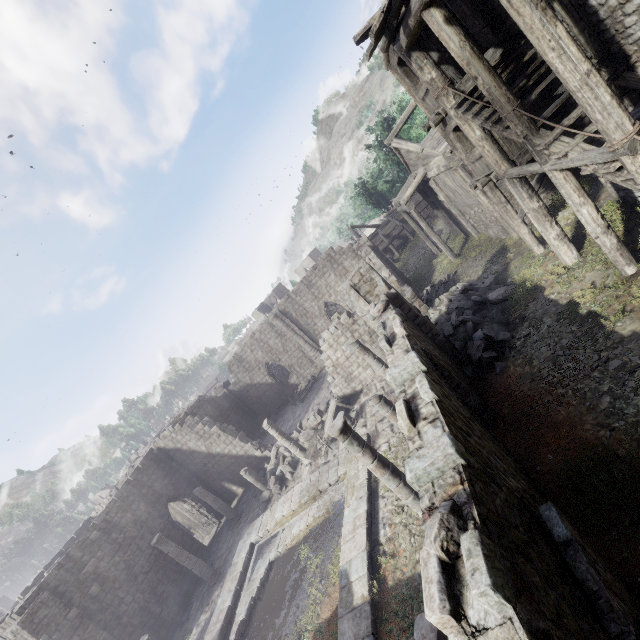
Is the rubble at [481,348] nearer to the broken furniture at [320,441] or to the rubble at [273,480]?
the broken furniture at [320,441]

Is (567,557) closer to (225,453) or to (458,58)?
(458,58)

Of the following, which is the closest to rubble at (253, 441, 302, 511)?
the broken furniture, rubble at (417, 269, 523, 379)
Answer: the broken furniture

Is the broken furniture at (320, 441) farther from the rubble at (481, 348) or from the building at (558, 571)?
the rubble at (481, 348)

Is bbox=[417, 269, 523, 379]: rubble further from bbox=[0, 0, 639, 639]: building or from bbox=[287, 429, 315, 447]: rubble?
Answer: bbox=[287, 429, 315, 447]: rubble

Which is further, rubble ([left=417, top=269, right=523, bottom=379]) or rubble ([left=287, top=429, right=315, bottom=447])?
rubble ([left=287, top=429, right=315, bottom=447])

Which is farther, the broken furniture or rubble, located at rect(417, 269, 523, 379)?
the broken furniture
